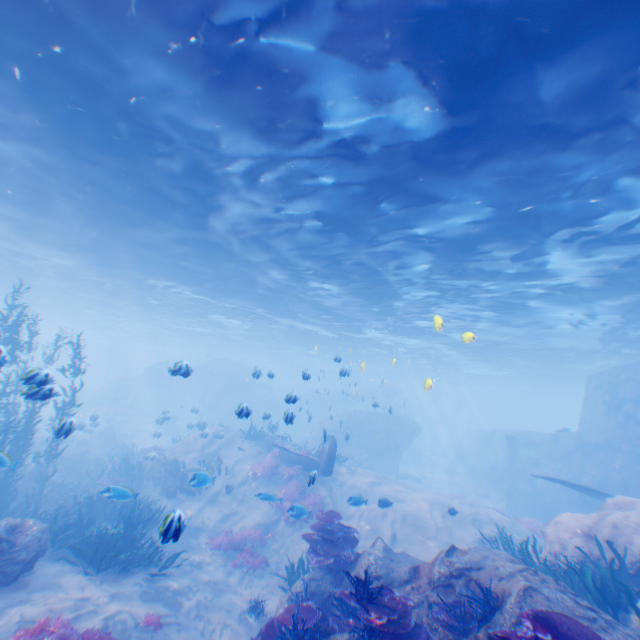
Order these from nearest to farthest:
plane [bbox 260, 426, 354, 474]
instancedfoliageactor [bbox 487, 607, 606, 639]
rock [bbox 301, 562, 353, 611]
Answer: instancedfoliageactor [bbox 487, 607, 606, 639], rock [bbox 301, 562, 353, 611], plane [bbox 260, 426, 354, 474]

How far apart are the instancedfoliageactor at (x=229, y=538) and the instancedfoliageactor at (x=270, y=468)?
3.2 meters

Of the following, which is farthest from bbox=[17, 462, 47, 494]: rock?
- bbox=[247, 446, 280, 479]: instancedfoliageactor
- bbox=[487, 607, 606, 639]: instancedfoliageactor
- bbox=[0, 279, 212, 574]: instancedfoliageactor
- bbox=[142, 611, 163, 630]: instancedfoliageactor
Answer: bbox=[247, 446, 280, 479]: instancedfoliageactor

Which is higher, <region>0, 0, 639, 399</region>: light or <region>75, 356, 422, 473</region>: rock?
<region>0, 0, 639, 399</region>: light

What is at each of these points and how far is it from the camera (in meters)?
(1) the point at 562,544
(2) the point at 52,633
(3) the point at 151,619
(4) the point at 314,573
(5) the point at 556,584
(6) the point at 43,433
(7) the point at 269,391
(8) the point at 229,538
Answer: (1) rock, 9.25
(2) instancedfoliageactor, 5.40
(3) instancedfoliageactor, 6.90
(4) rock, 8.38
(5) rock, 5.73
(6) rock, 24.41
(7) rock, 47.22
(8) instancedfoliageactor, 12.38

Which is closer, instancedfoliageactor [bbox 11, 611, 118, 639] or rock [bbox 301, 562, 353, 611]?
instancedfoliageactor [bbox 11, 611, 118, 639]

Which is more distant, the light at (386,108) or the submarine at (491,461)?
the submarine at (491,461)

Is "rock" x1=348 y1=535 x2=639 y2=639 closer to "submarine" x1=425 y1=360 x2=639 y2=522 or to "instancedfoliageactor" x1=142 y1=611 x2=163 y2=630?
"submarine" x1=425 y1=360 x2=639 y2=522
